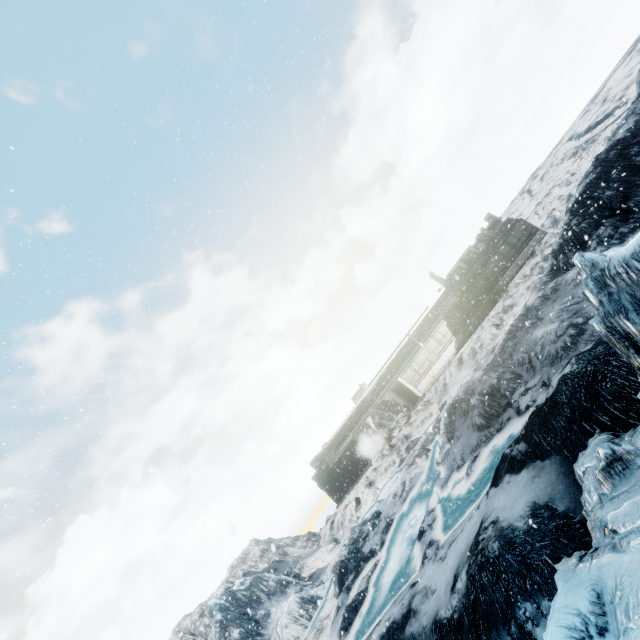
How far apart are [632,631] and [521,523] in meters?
3.4 m
